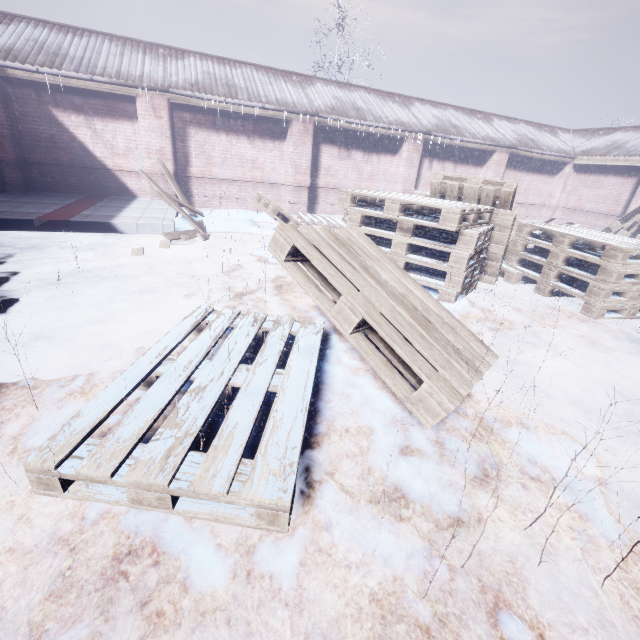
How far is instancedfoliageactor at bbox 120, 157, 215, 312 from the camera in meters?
3.7 m

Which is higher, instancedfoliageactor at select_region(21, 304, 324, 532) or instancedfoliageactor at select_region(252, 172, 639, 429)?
instancedfoliageactor at select_region(252, 172, 639, 429)

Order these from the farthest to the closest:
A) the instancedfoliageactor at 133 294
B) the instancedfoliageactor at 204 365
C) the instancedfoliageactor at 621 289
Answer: the instancedfoliageactor at 133 294 < the instancedfoliageactor at 621 289 < the instancedfoliageactor at 204 365

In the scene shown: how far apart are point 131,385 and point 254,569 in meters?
1.0 m

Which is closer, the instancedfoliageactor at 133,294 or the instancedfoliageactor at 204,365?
the instancedfoliageactor at 204,365

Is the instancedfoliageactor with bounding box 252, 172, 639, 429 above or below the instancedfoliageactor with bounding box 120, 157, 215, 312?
above

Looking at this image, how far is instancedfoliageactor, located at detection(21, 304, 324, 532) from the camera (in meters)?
1.17

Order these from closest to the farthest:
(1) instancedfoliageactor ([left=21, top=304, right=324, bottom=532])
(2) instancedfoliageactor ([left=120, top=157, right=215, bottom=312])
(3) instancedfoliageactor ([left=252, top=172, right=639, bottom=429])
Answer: (1) instancedfoliageactor ([left=21, top=304, right=324, bottom=532]) < (3) instancedfoliageactor ([left=252, top=172, right=639, bottom=429]) < (2) instancedfoliageactor ([left=120, top=157, right=215, bottom=312])
